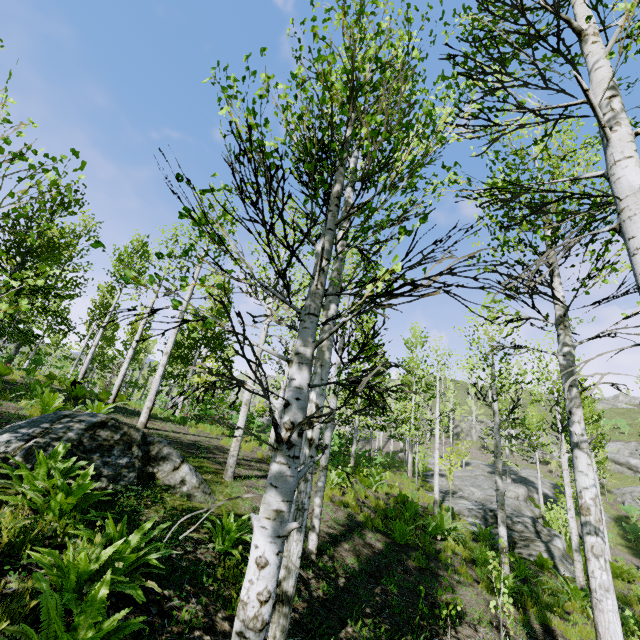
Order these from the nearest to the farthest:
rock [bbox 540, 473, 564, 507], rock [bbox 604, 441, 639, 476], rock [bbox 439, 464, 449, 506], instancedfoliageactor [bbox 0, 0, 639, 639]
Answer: instancedfoliageactor [bbox 0, 0, 639, 639], rock [bbox 439, 464, 449, 506], rock [bbox 540, 473, 564, 507], rock [bbox 604, 441, 639, 476]

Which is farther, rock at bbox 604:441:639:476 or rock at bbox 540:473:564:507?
rock at bbox 604:441:639:476

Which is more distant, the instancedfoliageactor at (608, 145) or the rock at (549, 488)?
the rock at (549, 488)

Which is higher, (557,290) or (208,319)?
(557,290)

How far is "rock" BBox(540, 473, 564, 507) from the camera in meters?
29.1 m

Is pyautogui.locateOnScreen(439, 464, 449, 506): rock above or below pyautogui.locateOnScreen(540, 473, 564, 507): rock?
below

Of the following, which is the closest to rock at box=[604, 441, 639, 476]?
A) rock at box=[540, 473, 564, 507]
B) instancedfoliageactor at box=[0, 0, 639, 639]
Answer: rock at box=[540, 473, 564, 507]

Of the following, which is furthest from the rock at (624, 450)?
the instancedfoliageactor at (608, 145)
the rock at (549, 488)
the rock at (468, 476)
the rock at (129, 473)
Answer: the rock at (129, 473)
